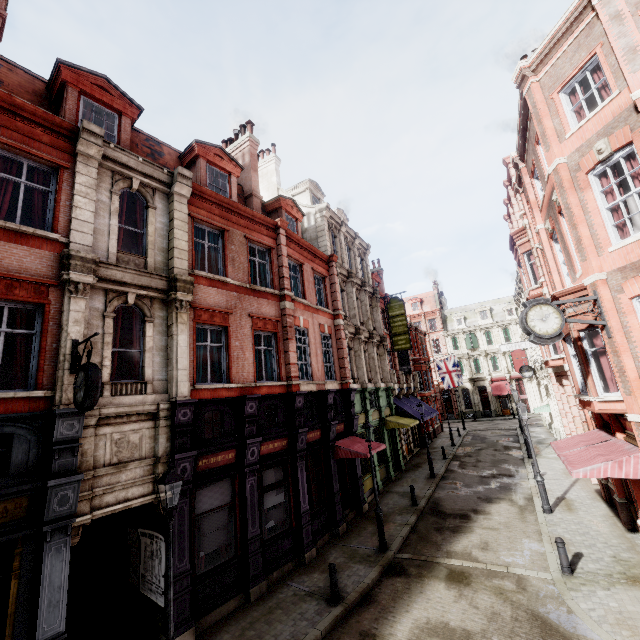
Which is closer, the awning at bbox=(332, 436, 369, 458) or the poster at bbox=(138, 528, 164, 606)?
the poster at bbox=(138, 528, 164, 606)

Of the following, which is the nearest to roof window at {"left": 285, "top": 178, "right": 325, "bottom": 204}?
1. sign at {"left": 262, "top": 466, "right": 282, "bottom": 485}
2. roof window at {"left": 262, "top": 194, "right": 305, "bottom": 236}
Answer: roof window at {"left": 262, "top": 194, "right": 305, "bottom": 236}

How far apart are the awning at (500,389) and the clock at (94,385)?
50.7 meters

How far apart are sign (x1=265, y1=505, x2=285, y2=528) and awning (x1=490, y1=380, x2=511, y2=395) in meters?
43.8 m

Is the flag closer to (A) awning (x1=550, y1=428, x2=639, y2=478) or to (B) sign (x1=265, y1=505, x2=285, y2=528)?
(A) awning (x1=550, y1=428, x2=639, y2=478)

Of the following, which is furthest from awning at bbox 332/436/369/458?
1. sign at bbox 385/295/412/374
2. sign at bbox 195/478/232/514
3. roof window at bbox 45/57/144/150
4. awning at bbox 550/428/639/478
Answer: roof window at bbox 45/57/144/150

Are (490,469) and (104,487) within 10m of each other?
no

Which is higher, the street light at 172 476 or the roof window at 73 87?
the roof window at 73 87
